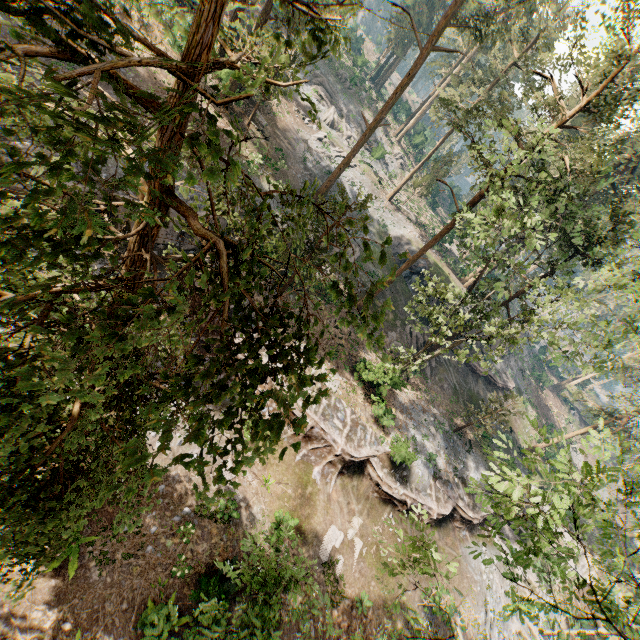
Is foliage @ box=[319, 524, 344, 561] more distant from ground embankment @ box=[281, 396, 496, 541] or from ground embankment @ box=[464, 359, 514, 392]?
ground embankment @ box=[464, 359, 514, 392]

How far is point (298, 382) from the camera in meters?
2.8

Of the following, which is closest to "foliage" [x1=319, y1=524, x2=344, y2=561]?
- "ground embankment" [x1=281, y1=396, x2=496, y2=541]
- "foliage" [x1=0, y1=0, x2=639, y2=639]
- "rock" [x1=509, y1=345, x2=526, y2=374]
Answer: "ground embankment" [x1=281, y1=396, x2=496, y2=541]

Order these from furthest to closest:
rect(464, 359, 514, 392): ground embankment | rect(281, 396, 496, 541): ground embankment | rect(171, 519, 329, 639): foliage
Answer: rect(464, 359, 514, 392): ground embankment
rect(281, 396, 496, 541): ground embankment
rect(171, 519, 329, 639): foliage

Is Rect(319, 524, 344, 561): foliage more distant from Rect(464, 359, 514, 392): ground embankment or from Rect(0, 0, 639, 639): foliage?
Rect(464, 359, 514, 392): ground embankment

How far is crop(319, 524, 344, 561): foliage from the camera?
16.8 meters

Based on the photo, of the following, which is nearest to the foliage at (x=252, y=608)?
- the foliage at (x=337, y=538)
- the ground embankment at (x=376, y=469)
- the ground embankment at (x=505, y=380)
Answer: the ground embankment at (x=376, y=469)

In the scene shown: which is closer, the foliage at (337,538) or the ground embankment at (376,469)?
the foliage at (337,538)
